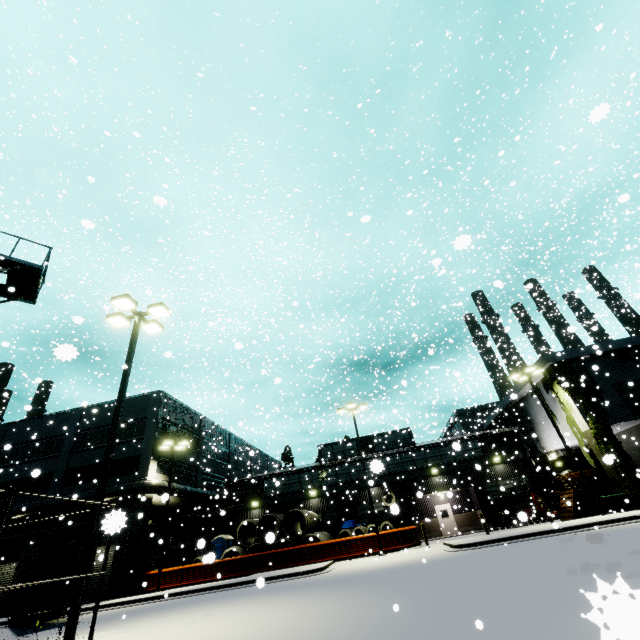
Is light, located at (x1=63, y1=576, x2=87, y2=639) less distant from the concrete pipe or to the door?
the concrete pipe

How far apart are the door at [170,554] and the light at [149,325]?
21.7 meters

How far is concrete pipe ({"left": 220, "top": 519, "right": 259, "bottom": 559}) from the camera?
25.10m

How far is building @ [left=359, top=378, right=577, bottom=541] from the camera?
28.5m

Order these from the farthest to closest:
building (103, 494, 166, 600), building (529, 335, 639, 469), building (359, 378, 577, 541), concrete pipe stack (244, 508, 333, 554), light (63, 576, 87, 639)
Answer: building (359, 378, 577, 541), concrete pipe stack (244, 508, 333, 554), building (529, 335, 639, 469), building (103, 494, 166, 600), light (63, 576, 87, 639)

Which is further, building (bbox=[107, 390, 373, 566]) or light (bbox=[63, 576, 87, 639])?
building (bbox=[107, 390, 373, 566])

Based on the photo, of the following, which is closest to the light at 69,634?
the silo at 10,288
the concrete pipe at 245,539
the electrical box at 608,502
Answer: the silo at 10,288

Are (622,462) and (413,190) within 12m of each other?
no
